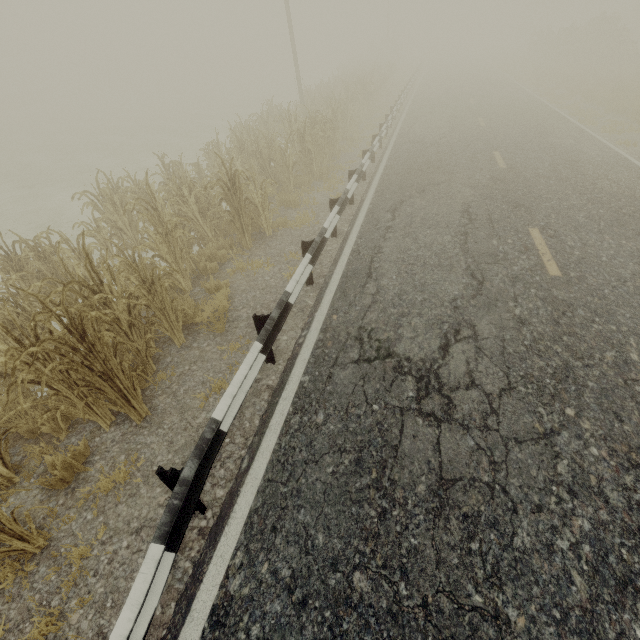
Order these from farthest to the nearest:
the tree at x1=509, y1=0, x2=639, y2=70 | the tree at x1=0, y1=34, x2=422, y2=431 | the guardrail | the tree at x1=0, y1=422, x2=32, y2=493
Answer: the tree at x1=509, y1=0, x2=639, y2=70, the tree at x1=0, y1=34, x2=422, y2=431, the tree at x1=0, y1=422, x2=32, y2=493, the guardrail

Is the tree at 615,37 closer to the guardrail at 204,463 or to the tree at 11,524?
the guardrail at 204,463

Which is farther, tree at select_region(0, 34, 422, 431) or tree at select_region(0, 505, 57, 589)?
tree at select_region(0, 34, 422, 431)

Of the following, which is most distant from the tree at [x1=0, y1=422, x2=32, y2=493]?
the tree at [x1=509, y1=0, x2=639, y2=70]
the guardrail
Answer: the tree at [x1=509, y1=0, x2=639, y2=70]

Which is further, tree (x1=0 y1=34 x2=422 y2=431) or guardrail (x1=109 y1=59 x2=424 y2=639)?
tree (x1=0 y1=34 x2=422 y2=431)

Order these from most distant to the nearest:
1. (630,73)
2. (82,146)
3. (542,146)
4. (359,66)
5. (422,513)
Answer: (359,66) < (82,146) < (630,73) < (542,146) < (422,513)

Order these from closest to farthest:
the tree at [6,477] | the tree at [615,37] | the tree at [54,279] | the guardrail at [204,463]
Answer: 1. the guardrail at [204,463]
2. the tree at [6,477]
3. the tree at [54,279]
4. the tree at [615,37]
